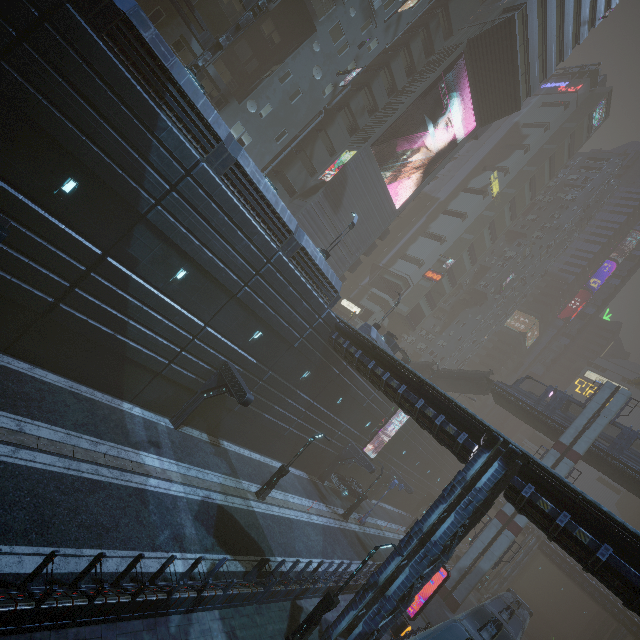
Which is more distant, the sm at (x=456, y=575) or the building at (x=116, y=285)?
the sm at (x=456, y=575)

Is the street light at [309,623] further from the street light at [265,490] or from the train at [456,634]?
the street light at [265,490]

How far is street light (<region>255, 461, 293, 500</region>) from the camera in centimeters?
1984cm

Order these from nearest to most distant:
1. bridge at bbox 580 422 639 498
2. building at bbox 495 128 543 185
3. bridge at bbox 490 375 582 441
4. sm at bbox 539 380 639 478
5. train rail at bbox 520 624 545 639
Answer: bridge at bbox 580 422 639 498 < sm at bbox 539 380 639 478 < bridge at bbox 490 375 582 441 < train rail at bbox 520 624 545 639 < building at bbox 495 128 543 185

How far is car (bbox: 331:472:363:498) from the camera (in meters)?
31.06

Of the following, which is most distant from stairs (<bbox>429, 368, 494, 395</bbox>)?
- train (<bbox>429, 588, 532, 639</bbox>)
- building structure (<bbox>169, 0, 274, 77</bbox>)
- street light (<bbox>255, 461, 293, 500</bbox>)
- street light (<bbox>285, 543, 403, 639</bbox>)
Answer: building structure (<bbox>169, 0, 274, 77</bbox>)

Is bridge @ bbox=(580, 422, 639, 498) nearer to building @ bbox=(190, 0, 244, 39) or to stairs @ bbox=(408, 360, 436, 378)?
stairs @ bbox=(408, 360, 436, 378)

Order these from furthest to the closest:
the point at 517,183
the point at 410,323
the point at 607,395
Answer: the point at 517,183 < the point at 410,323 < the point at 607,395
